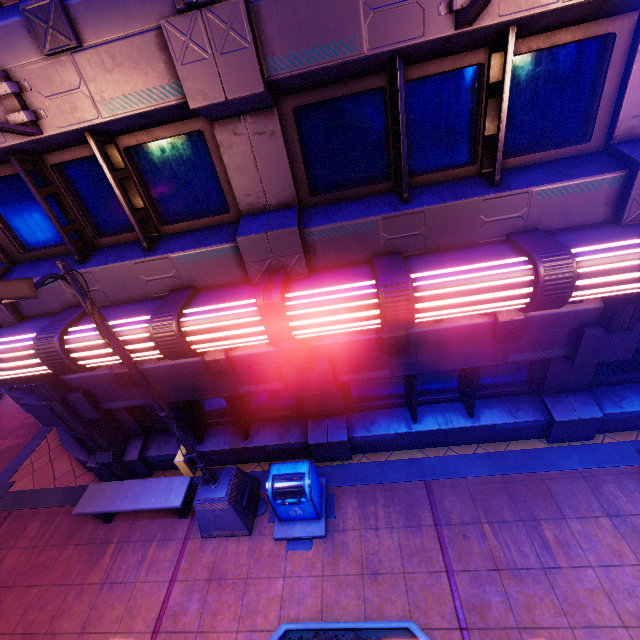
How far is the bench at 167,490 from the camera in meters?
6.6

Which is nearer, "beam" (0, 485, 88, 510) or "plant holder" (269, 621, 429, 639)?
"plant holder" (269, 621, 429, 639)

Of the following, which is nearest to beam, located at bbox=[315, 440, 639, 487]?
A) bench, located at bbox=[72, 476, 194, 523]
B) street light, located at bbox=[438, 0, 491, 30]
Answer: bench, located at bbox=[72, 476, 194, 523]

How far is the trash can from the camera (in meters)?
5.92

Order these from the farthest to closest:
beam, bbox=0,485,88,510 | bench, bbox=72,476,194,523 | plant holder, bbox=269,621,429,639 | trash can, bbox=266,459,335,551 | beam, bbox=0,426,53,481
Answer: beam, bbox=0,426,53,481 → beam, bbox=0,485,88,510 → bench, bbox=72,476,194,523 → trash can, bbox=266,459,335,551 → plant holder, bbox=269,621,429,639

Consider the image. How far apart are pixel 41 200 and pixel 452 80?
5.7m

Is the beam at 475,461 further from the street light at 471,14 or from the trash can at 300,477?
the street light at 471,14

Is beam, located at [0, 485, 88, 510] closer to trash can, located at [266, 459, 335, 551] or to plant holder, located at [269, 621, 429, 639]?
trash can, located at [266, 459, 335, 551]
